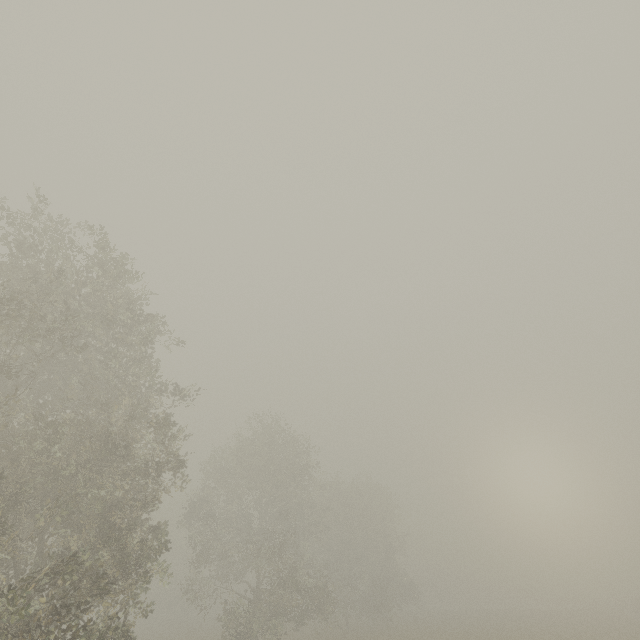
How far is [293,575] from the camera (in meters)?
23.95
